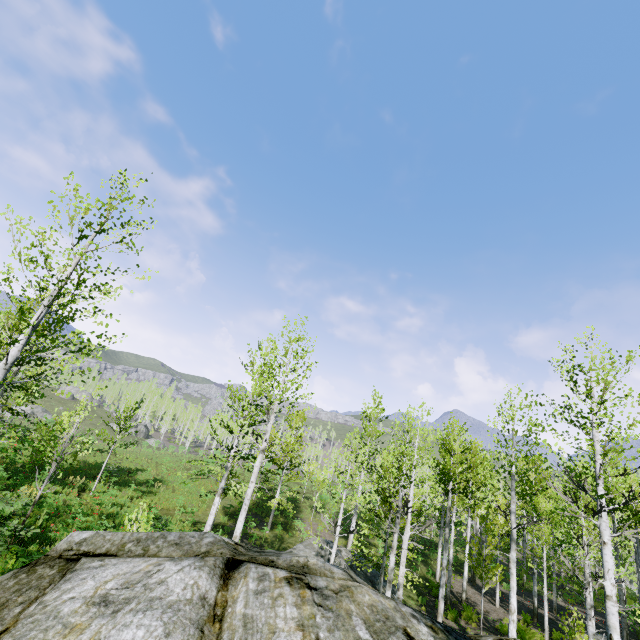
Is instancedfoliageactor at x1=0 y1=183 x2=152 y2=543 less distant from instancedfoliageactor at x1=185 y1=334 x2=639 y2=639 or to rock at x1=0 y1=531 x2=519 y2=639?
rock at x1=0 y1=531 x2=519 y2=639

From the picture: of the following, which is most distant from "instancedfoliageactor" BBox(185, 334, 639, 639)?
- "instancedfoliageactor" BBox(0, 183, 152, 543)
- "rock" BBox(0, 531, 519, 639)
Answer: "rock" BBox(0, 531, 519, 639)

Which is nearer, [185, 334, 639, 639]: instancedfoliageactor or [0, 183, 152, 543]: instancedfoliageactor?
[0, 183, 152, 543]: instancedfoliageactor

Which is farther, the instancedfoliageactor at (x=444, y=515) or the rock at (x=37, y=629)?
the instancedfoliageactor at (x=444, y=515)

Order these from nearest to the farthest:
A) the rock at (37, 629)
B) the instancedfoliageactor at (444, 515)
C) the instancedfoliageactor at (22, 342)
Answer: the rock at (37, 629) < the instancedfoliageactor at (22, 342) < the instancedfoliageactor at (444, 515)

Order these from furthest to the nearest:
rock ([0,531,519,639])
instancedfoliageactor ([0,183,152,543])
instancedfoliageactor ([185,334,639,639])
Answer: instancedfoliageactor ([185,334,639,639])
instancedfoliageactor ([0,183,152,543])
rock ([0,531,519,639])

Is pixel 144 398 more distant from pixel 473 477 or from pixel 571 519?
pixel 571 519
